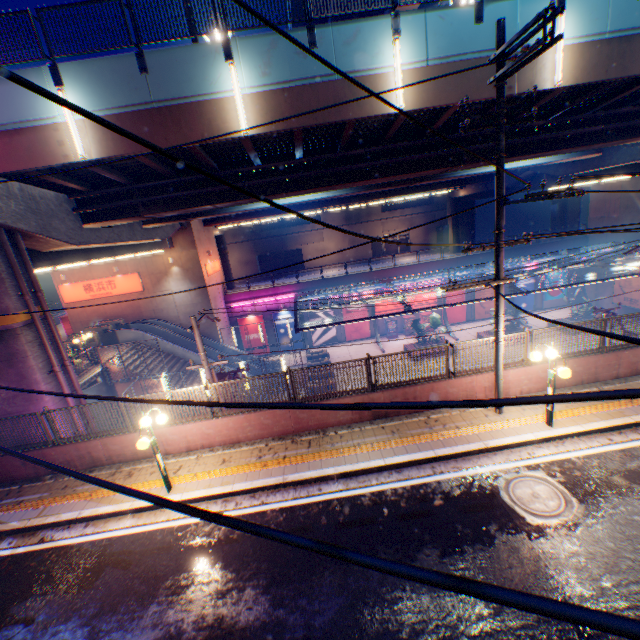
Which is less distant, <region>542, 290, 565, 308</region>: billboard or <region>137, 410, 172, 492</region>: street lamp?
<region>137, 410, 172, 492</region>: street lamp

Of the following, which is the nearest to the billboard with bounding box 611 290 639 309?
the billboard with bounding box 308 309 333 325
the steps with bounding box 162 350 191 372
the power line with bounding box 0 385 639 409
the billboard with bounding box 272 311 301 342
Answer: the power line with bounding box 0 385 639 409

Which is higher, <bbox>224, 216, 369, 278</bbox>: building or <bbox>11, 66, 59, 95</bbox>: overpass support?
<bbox>11, 66, 59, 95</bbox>: overpass support

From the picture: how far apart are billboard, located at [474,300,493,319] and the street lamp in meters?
32.3 m

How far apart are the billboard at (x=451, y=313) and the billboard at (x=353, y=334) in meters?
7.6 m

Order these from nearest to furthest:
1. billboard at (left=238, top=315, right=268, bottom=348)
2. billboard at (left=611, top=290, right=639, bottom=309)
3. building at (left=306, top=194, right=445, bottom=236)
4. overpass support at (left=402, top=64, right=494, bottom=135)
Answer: overpass support at (left=402, top=64, right=494, bottom=135), billboard at (left=611, top=290, right=639, bottom=309), billboard at (left=238, top=315, right=268, bottom=348), building at (left=306, top=194, right=445, bottom=236)

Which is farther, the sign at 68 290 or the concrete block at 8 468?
the sign at 68 290

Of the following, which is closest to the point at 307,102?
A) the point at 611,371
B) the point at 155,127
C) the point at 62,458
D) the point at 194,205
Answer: the point at 155,127
